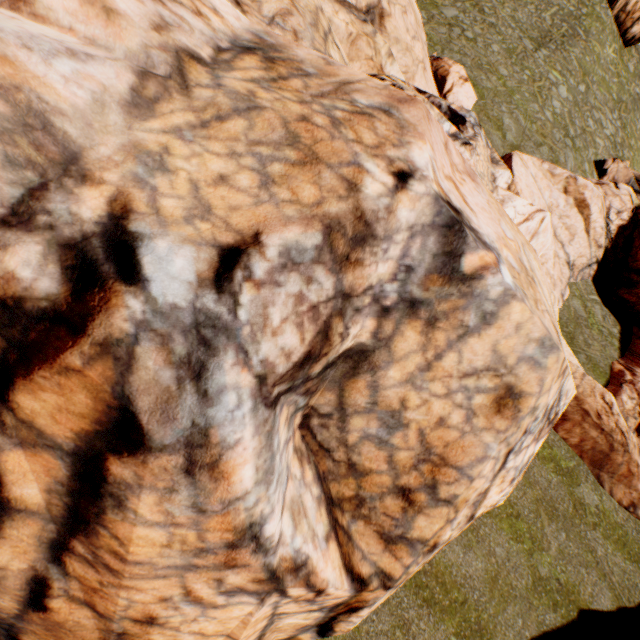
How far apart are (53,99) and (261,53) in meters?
2.3 m

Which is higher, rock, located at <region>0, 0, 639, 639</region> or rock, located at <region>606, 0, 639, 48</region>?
rock, located at <region>606, 0, 639, 48</region>

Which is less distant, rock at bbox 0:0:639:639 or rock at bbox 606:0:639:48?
rock at bbox 0:0:639:639

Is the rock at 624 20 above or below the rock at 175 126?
above

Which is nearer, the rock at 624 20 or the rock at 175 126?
the rock at 175 126
